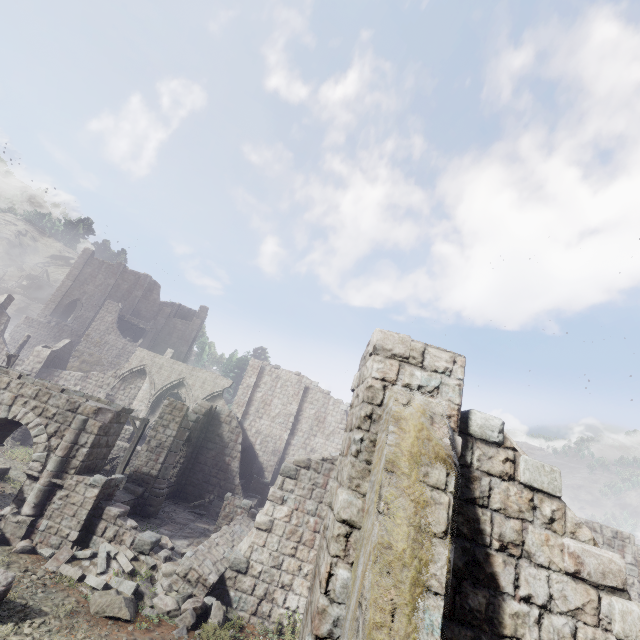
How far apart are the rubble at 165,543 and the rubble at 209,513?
7.71m

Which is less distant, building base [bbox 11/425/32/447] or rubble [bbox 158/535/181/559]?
rubble [bbox 158/535/181/559]

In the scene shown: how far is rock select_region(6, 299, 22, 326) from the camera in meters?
58.2

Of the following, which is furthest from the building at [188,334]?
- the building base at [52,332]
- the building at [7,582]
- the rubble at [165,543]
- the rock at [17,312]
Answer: the rock at [17,312]

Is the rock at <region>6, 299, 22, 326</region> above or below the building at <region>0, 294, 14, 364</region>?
above

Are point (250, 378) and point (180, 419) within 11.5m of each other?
no

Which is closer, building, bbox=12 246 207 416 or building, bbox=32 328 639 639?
building, bbox=32 328 639 639

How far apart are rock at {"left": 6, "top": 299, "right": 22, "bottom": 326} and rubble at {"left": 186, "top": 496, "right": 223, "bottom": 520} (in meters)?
62.14
